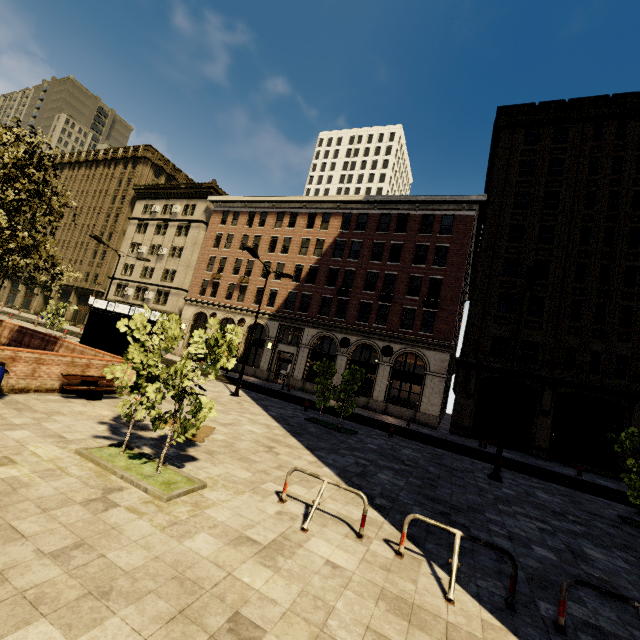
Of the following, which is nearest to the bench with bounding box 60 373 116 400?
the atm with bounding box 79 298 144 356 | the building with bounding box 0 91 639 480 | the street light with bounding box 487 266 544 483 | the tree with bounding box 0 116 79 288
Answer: the atm with bounding box 79 298 144 356

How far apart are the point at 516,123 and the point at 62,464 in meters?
36.8

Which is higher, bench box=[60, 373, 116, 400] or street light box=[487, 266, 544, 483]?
street light box=[487, 266, 544, 483]

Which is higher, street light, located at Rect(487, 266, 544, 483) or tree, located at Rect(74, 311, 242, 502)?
street light, located at Rect(487, 266, 544, 483)

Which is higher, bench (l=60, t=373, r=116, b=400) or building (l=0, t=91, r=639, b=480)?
building (l=0, t=91, r=639, b=480)

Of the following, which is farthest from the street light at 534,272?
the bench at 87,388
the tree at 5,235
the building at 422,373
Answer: the bench at 87,388

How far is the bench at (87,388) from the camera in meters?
9.8 m
